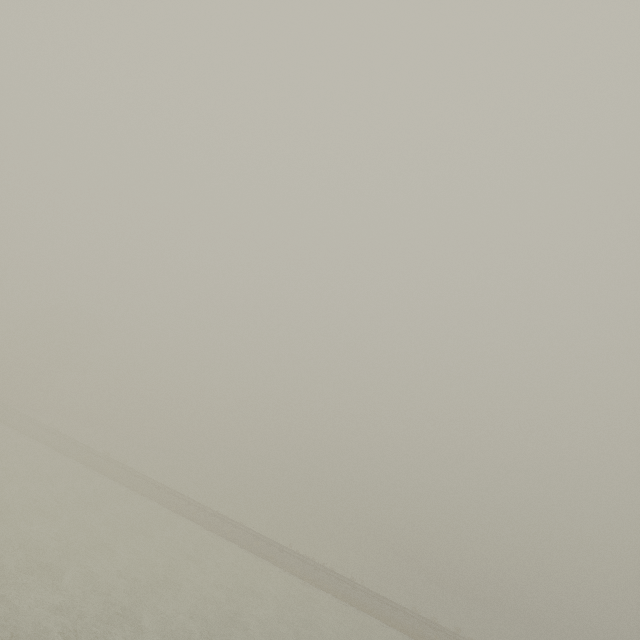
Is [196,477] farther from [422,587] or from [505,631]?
[505,631]
